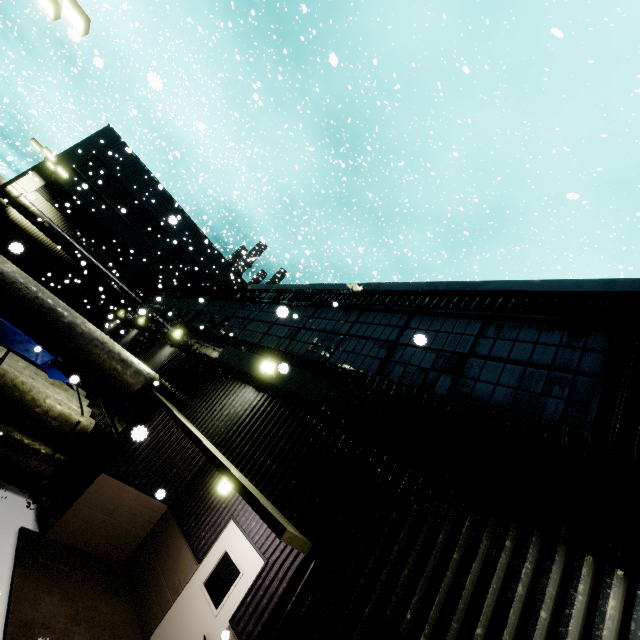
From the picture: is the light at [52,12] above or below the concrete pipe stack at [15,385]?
above

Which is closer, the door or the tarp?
the door

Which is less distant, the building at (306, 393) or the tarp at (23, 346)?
the building at (306, 393)

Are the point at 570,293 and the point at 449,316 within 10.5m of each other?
yes

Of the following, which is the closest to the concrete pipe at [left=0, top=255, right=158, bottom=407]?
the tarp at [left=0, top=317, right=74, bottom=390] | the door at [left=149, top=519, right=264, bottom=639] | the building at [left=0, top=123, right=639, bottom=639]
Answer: the building at [left=0, top=123, right=639, bottom=639]

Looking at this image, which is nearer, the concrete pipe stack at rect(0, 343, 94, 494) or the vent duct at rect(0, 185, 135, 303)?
the concrete pipe stack at rect(0, 343, 94, 494)

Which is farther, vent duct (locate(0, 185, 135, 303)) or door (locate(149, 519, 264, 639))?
vent duct (locate(0, 185, 135, 303))

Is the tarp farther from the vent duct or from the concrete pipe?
the vent duct
